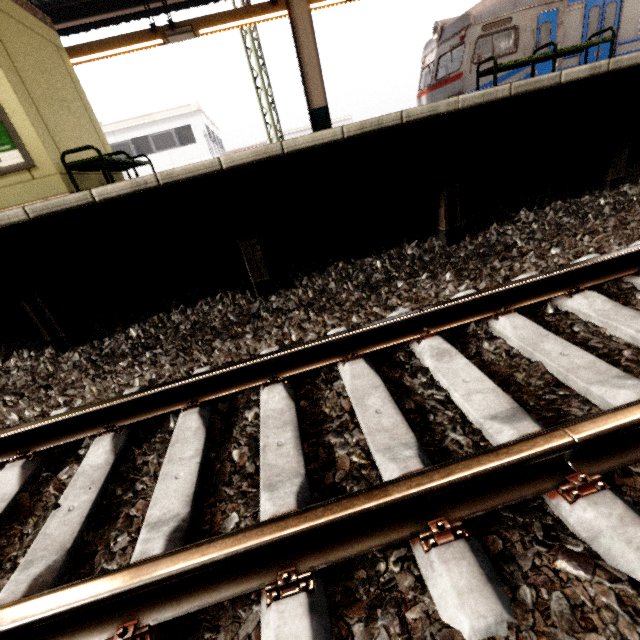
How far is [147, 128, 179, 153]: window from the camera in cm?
2195

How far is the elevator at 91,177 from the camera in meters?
5.0

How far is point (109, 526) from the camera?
1.4m

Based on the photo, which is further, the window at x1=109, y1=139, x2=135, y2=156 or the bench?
the window at x1=109, y1=139, x2=135, y2=156

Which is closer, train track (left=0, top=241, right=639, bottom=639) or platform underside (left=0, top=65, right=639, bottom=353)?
train track (left=0, top=241, right=639, bottom=639)

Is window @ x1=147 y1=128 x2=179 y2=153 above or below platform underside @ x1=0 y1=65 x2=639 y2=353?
above

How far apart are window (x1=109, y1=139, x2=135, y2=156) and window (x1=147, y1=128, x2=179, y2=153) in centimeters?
106cm

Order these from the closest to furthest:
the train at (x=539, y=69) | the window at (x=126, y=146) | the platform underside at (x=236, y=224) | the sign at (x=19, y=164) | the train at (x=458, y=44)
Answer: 1. the platform underside at (x=236, y=224)
2. the sign at (x=19, y=164)
3. the train at (x=458, y=44)
4. the train at (x=539, y=69)
5. the window at (x=126, y=146)
